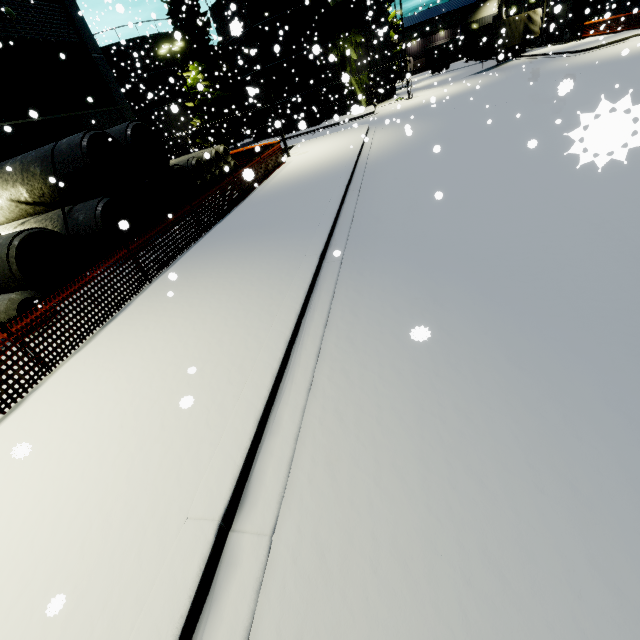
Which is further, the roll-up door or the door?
the door

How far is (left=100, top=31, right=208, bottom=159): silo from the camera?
33.6m

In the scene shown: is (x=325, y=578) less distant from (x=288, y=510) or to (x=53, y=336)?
(x=288, y=510)

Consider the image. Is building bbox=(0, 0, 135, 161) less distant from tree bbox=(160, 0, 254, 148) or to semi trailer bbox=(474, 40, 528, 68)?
tree bbox=(160, 0, 254, 148)

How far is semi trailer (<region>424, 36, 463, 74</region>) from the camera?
47.1m

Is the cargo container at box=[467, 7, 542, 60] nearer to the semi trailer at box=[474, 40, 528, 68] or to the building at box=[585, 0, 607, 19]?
the semi trailer at box=[474, 40, 528, 68]

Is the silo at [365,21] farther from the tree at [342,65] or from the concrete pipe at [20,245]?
the concrete pipe at [20,245]

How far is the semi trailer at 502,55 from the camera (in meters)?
25.48
